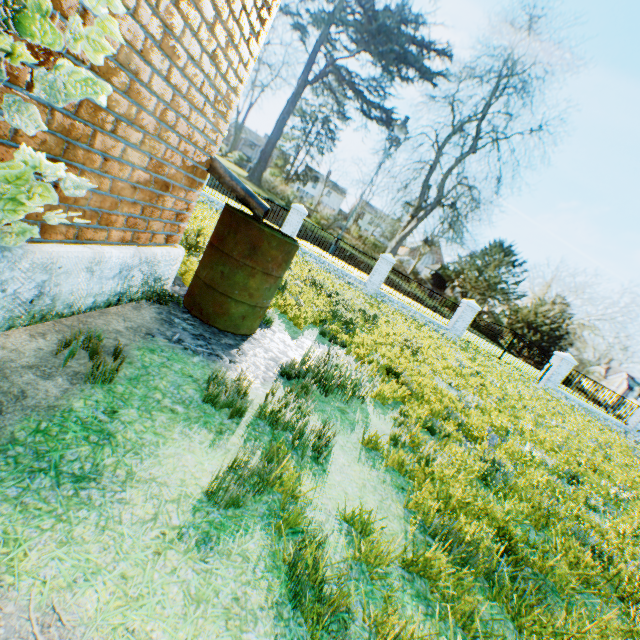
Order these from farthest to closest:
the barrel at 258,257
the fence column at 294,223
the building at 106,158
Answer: the fence column at 294,223 < the barrel at 258,257 < the building at 106,158

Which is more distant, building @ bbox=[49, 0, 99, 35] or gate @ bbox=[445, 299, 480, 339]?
gate @ bbox=[445, 299, 480, 339]

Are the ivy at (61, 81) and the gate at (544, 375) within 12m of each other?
no

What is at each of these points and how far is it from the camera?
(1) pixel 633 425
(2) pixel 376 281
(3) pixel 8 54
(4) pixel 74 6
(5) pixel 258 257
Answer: (1) fence column, 17.8m
(2) fence column, 17.2m
(3) ivy, 1.3m
(4) building, 1.6m
(5) barrel, 3.5m

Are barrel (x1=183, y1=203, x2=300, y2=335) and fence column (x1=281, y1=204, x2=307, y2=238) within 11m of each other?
no

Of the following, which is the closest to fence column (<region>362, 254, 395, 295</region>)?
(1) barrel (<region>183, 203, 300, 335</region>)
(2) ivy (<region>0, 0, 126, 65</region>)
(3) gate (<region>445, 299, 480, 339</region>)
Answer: (3) gate (<region>445, 299, 480, 339</region>)

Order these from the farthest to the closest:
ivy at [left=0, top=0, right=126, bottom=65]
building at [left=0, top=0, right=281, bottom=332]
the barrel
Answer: the barrel → building at [left=0, top=0, right=281, bottom=332] → ivy at [left=0, top=0, right=126, bottom=65]

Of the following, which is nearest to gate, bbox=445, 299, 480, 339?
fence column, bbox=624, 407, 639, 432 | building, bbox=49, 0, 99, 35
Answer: fence column, bbox=624, 407, 639, 432
